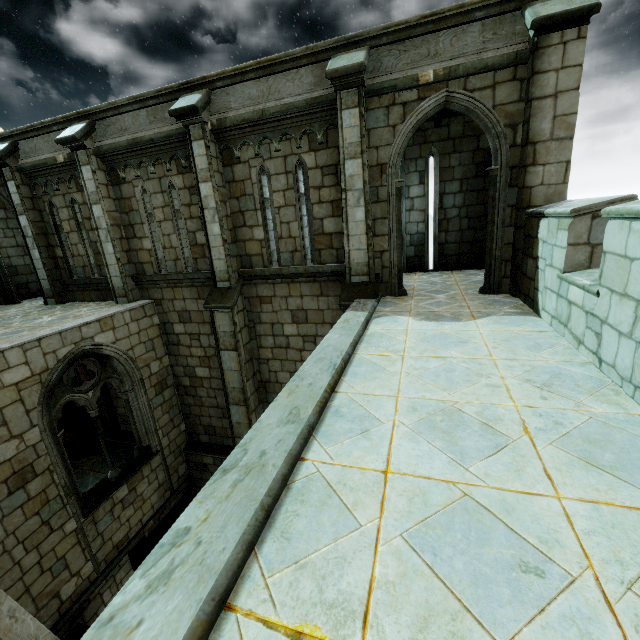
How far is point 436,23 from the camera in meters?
5.9
